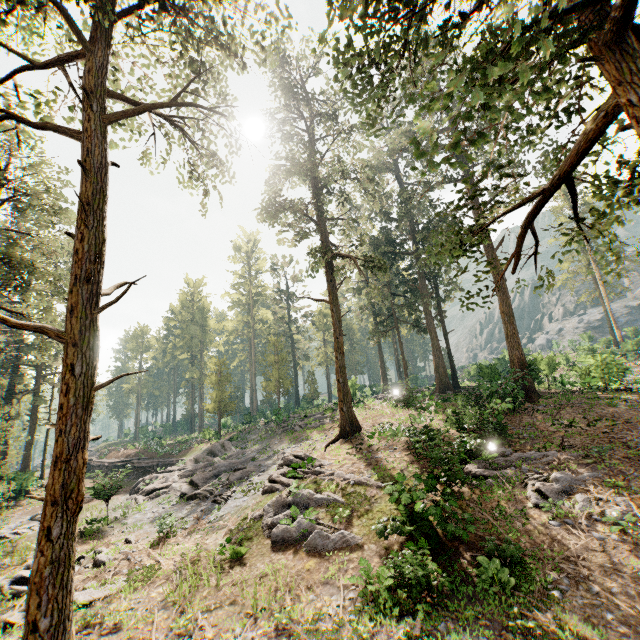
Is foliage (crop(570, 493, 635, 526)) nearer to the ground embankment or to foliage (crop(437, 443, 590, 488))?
the ground embankment

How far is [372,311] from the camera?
48.9m

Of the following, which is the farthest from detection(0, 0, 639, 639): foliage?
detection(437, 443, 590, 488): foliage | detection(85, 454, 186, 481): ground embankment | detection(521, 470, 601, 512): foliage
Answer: detection(521, 470, 601, 512): foliage

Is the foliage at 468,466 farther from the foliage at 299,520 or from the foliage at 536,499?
the foliage at 299,520

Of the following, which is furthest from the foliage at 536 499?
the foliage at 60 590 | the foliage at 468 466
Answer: the foliage at 60 590

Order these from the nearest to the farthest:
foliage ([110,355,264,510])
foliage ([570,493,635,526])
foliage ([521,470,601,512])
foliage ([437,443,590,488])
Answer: foliage ([570,493,635,526]) → foliage ([521,470,601,512]) → foliage ([437,443,590,488]) → foliage ([110,355,264,510])
